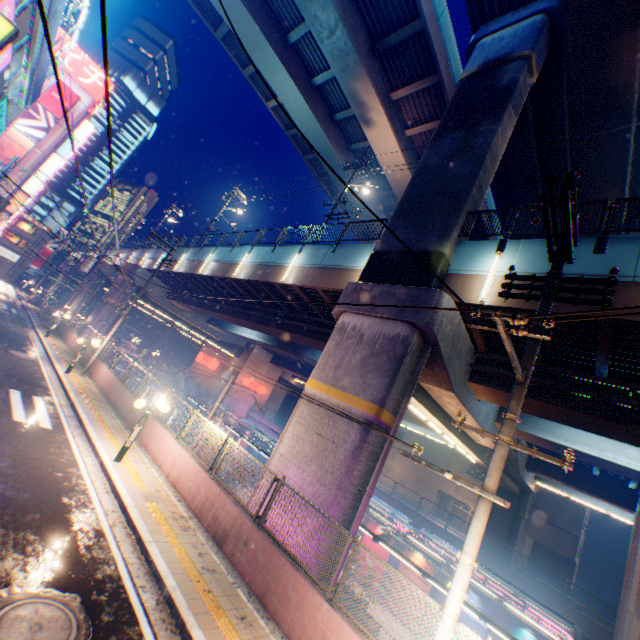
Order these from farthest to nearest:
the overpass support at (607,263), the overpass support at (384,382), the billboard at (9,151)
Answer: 1. the billboard at (9,151)
2. the overpass support at (384,382)
3. the overpass support at (607,263)

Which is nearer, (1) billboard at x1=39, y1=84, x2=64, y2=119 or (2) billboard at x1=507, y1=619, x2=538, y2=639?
(2) billboard at x1=507, y1=619, x2=538, y2=639

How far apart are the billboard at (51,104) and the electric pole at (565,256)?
57.2m

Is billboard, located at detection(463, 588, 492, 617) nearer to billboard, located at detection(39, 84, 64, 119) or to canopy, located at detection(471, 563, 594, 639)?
canopy, located at detection(471, 563, 594, 639)

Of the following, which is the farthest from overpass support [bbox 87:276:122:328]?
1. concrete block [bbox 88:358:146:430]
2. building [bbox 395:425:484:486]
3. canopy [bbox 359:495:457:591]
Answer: building [bbox 395:425:484:486]

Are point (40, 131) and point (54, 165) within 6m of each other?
yes

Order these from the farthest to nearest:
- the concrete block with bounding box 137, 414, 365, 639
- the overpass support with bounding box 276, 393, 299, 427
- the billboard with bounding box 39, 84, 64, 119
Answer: the overpass support with bounding box 276, 393, 299, 427 → the billboard with bounding box 39, 84, 64, 119 → the concrete block with bounding box 137, 414, 365, 639

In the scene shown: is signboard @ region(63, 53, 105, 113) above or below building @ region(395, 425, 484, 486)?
above
